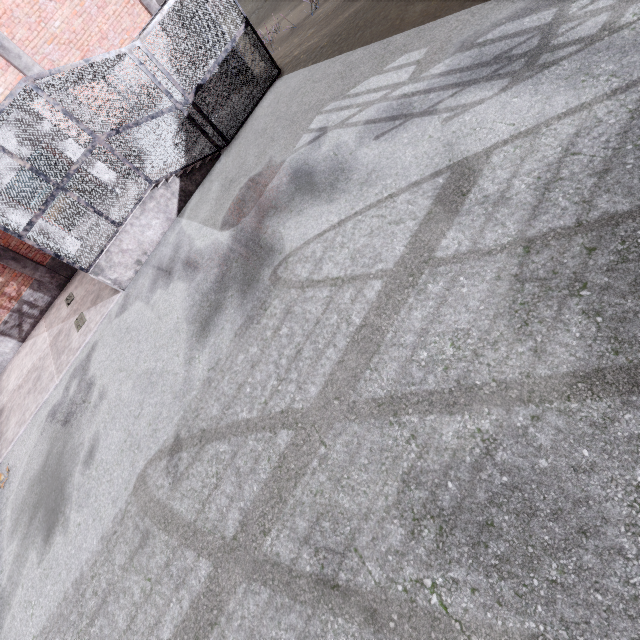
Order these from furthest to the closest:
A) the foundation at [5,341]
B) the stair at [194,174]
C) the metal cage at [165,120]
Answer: the foundation at [5,341]
the stair at [194,174]
the metal cage at [165,120]

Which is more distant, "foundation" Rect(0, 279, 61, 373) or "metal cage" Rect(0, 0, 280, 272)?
"foundation" Rect(0, 279, 61, 373)

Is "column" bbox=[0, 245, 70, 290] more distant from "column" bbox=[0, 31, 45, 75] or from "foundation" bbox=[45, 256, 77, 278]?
"column" bbox=[0, 31, 45, 75]

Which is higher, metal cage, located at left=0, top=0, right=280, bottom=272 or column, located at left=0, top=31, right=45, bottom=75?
column, located at left=0, top=31, right=45, bottom=75

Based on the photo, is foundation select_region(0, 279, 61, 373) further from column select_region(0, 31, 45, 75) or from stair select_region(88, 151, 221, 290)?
column select_region(0, 31, 45, 75)

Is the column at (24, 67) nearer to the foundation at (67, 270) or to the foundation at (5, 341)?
the foundation at (67, 270)

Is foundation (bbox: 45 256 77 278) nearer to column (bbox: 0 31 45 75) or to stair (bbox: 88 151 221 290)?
stair (bbox: 88 151 221 290)

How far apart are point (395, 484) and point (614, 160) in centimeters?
391cm
